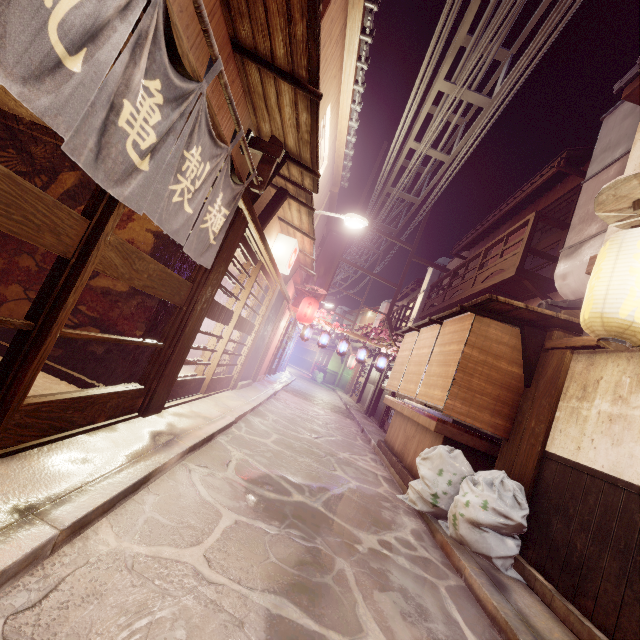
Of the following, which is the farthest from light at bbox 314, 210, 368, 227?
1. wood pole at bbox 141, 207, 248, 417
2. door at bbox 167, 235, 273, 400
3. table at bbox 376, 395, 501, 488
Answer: table at bbox 376, 395, 501, 488

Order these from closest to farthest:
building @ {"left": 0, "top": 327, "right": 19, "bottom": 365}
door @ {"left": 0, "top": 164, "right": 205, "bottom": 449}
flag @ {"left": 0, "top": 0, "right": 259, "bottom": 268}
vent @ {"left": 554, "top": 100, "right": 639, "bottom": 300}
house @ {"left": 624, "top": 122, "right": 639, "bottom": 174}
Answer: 1. flag @ {"left": 0, "top": 0, "right": 259, "bottom": 268}
2. door @ {"left": 0, "top": 164, "right": 205, "bottom": 449}
3. building @ {"left": 0, "top": 327, "right": 19, "bottom": 365}
4. house @ {"left": 624, "top": 122, "right": 639, "bottom": 174}
5. vent @ {"left": 554, "top": 100, "right": 639, "bottom": 300}

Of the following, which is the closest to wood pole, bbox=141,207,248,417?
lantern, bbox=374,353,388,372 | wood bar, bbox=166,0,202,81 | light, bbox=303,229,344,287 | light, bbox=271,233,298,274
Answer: wood bar, bbox=166,0,202,81

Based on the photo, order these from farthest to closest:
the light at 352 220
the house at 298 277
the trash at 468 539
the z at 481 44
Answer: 1. the house at 298 277
2. the light at 352 220
3. the z at 481 44
4. the trash at 468 539

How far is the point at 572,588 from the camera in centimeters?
576cm

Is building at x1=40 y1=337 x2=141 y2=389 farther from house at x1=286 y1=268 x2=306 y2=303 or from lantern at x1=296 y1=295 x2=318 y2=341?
lantern at x1=296 y1=295 x2=318 y2=341

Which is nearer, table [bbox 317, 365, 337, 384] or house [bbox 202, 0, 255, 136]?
house [bbox 202, 0, 255, 136]

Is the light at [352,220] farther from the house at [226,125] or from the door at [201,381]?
the door at [201,381]
